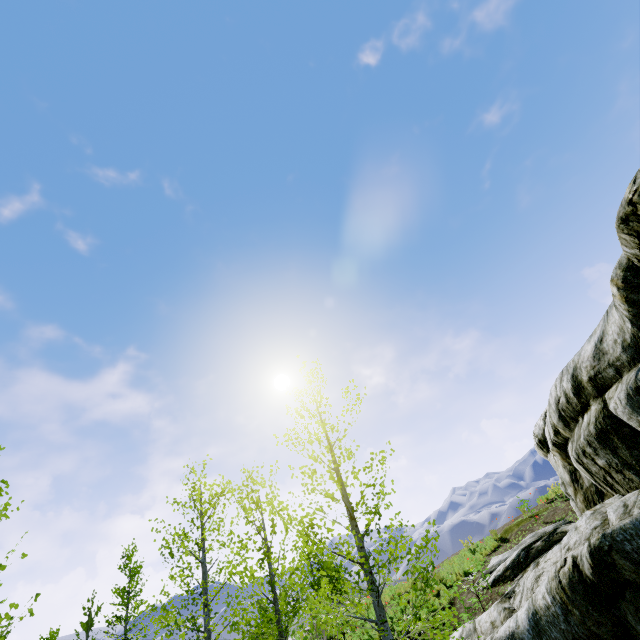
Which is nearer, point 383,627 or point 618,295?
point 618,295
